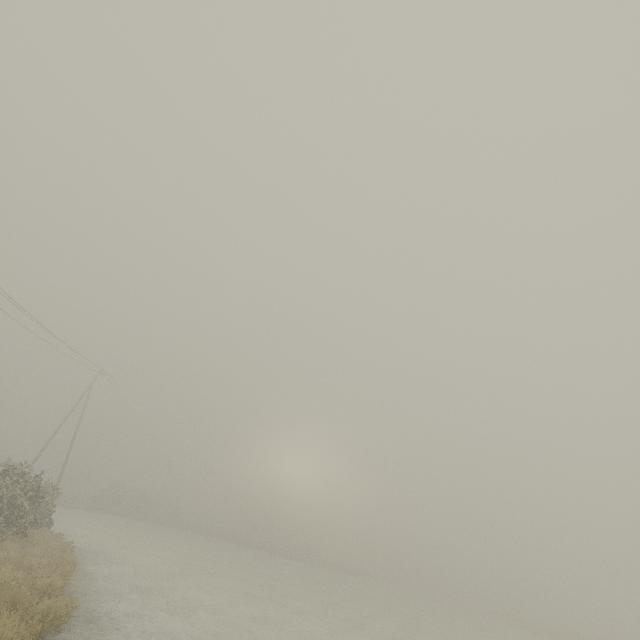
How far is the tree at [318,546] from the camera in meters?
57.5

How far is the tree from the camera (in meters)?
57.53

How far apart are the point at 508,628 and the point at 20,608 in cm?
4969
